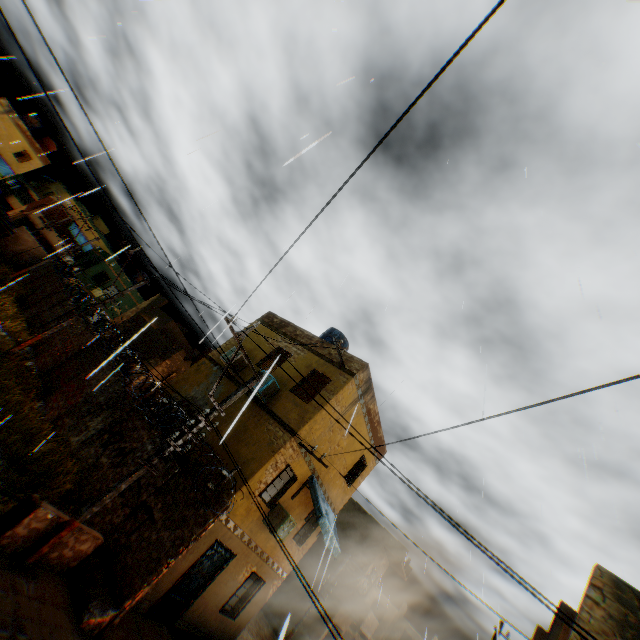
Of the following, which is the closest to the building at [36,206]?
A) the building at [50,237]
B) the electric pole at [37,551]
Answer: the electric pole at [37,551]

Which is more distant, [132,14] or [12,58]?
[132,14]

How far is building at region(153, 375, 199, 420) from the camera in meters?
12.9 m

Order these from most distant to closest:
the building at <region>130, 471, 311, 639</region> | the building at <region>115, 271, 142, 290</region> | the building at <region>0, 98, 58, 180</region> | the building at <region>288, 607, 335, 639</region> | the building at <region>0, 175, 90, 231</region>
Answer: the building at <region>0, 175, 90, 231</region>, the building at <region>0, 98, 58, 180</region>, the building at <region>115, 271, 142, 290</region>, the building at <region>288, 607, 335, 639</region>, the building at <region>130, 471, 311, 639</region>

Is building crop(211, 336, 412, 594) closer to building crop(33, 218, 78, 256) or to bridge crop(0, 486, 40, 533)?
bridge crop(0, 486, 40, 533)

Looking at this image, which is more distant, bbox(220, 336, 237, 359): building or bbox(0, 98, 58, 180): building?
bbox(0, 98, 58, 180): building

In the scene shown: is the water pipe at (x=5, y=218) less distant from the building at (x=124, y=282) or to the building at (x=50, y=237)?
the building at (x=124, y=282)
